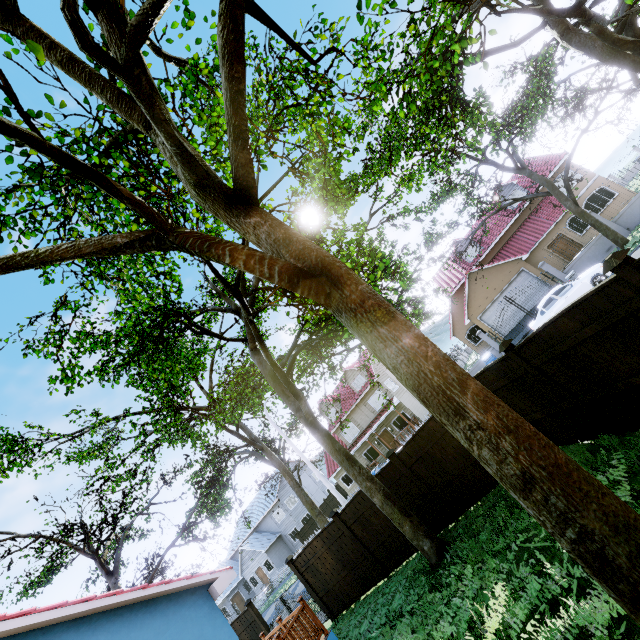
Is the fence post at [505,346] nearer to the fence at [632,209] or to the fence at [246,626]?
the fence at [246,626]

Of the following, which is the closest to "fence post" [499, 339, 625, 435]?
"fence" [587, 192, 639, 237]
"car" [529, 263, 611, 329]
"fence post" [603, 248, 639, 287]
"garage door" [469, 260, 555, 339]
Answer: "fence post" [603, 248, 639, 287]

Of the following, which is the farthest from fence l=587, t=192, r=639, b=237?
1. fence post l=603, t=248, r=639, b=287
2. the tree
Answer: fence post l=603, t=248, r=639, b=287

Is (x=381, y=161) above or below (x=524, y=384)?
above

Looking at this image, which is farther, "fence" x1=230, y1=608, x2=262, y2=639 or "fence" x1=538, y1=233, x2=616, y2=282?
"fence" x1=538, y1=233, x2=616, y2=282

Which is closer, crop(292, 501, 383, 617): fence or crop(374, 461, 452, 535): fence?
crop(374, 461, 452, 535): fence

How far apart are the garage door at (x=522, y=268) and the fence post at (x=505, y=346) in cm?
2169

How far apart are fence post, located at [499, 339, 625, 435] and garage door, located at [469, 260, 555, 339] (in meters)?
21.69
